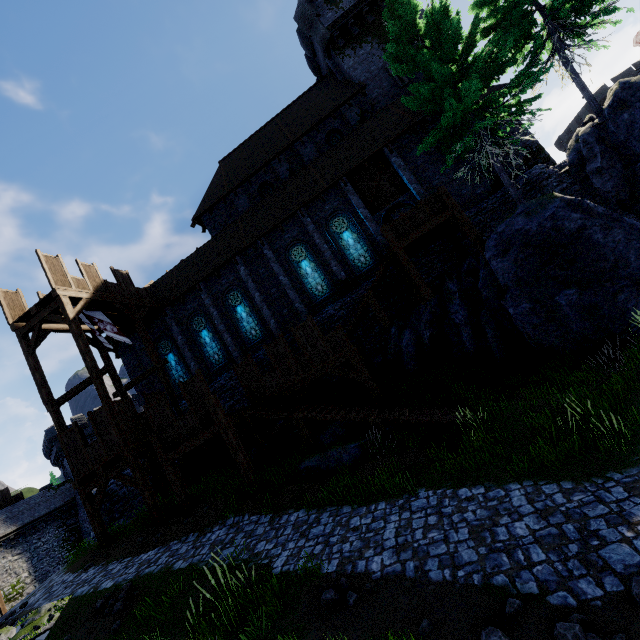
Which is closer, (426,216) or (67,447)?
(67,447)

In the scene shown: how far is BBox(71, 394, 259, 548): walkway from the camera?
12.2 meters

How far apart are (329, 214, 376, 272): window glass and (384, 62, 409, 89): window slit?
10.2m

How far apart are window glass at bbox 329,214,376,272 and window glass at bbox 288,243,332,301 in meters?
1.5 m

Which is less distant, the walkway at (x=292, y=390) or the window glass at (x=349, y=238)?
the walkway at (x=292, y=390)

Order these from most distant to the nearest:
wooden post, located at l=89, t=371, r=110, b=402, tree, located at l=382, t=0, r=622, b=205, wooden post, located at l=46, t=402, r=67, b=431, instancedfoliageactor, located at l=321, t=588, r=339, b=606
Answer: wooden post, located at l=46, t=402, r=67, b=431, wooden post, located at l=89, t=371, r=110, b=402, tree, located at l=382, t=0, r=622, b=205, instancedfoliageactor, located at l=321, t=588, r=339, b=606

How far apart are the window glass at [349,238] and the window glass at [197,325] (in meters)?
9.51

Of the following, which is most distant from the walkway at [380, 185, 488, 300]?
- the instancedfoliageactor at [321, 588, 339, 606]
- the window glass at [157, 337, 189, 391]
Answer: the window glass at [157, 337, 189, 391]
